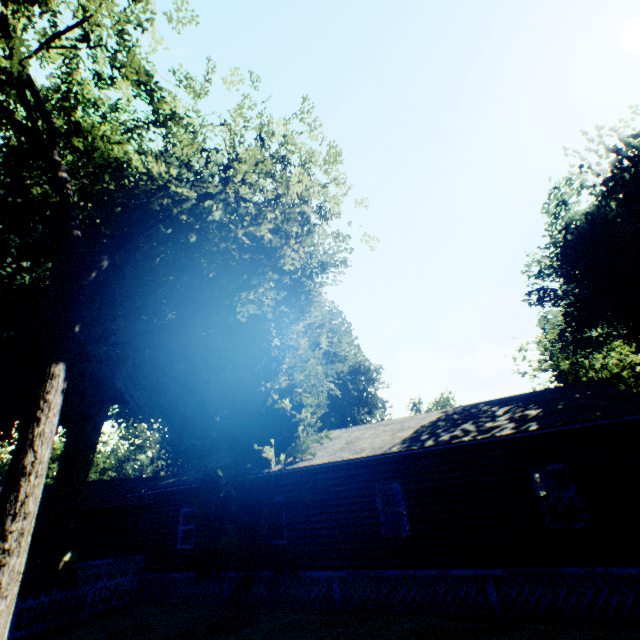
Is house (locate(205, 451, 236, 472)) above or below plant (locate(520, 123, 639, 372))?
below

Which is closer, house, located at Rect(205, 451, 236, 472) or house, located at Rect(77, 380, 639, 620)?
house, located at Rect(77, 380, 639, 620)

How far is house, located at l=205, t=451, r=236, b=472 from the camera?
16.1m

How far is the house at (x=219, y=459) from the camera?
16.1m

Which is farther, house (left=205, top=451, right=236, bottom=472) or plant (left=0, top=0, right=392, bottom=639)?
house (left=205, top=451, right=236, bottom=472)

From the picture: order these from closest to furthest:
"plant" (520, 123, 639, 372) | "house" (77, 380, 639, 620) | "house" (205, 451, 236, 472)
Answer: "house" (77, 380, 639, 620), "house" (205, 451, 236, 472), "plant" (520, 123, 639, 372)

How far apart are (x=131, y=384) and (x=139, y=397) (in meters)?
0.81

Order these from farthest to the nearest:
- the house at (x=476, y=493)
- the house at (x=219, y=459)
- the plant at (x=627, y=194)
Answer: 1. the plant at (x=627, y=194)
2. the house at (x=219, y=459)
3. the house at (x=476, y=493)
